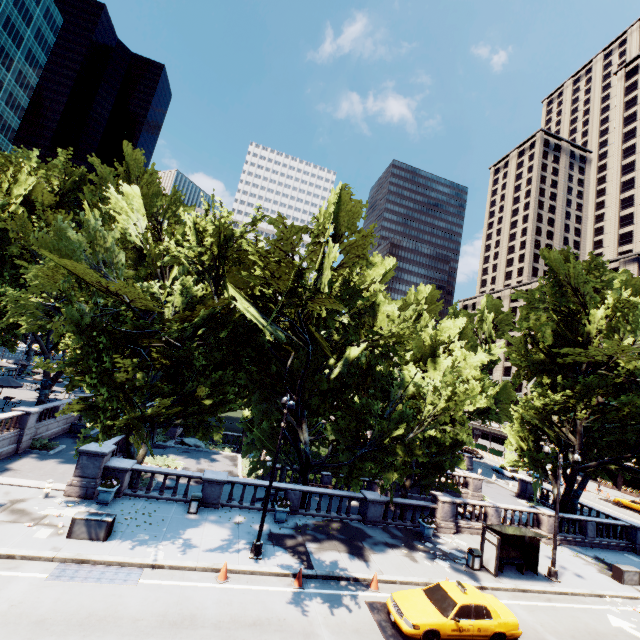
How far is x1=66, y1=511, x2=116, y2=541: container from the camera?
13.49m

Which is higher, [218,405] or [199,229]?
[199,229]

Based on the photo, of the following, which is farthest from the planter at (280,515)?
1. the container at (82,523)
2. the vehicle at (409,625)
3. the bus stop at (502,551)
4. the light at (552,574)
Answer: the light at (552,574)

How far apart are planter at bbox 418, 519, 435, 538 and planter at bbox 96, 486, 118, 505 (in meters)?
18.36

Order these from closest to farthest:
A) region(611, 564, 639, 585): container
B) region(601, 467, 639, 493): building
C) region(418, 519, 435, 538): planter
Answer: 1. region(611, 564, 639, 585): container
2. region(418, 519, 435, 538): planter
3. region(601, 467, 639, 493): building

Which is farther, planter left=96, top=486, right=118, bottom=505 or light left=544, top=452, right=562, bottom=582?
light left=544, top=452, right=562, bottom=582

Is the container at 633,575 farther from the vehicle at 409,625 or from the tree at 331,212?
the vehicle at 409,625

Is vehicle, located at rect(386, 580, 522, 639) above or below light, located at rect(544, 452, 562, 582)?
above
